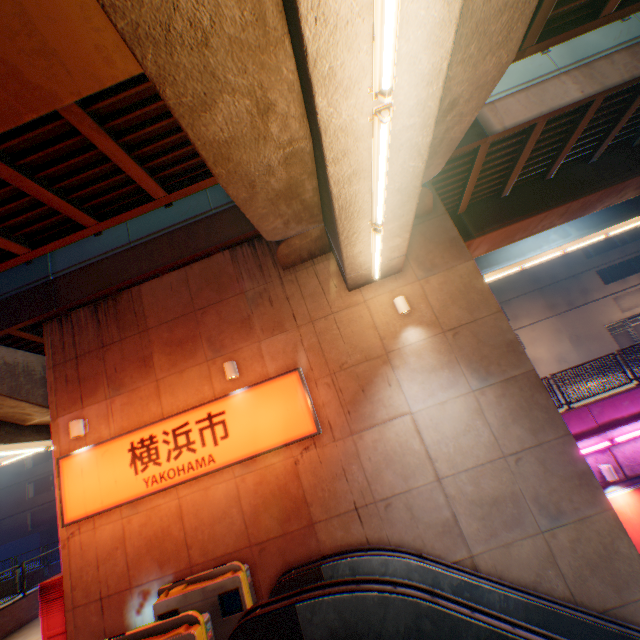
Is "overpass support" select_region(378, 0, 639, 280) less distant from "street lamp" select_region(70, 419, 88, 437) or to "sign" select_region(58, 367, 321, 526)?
"sign" select_region(58, 367, 321, 526)

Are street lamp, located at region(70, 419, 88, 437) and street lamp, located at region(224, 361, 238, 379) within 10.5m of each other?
yes

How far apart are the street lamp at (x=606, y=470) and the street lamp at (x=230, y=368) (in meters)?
11.37

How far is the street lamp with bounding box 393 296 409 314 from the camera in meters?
7.8

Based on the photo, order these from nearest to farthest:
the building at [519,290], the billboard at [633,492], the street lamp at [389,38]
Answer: the street lamp at [389,38] → the billboard at [633,492] → the building at [519,290]

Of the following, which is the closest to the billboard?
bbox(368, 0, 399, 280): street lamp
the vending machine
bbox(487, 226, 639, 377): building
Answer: bbox(368, 0, 399, 280): street lamp

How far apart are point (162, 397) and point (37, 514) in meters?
40.0 m

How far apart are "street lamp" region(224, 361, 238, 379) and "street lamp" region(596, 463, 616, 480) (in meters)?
11.37
